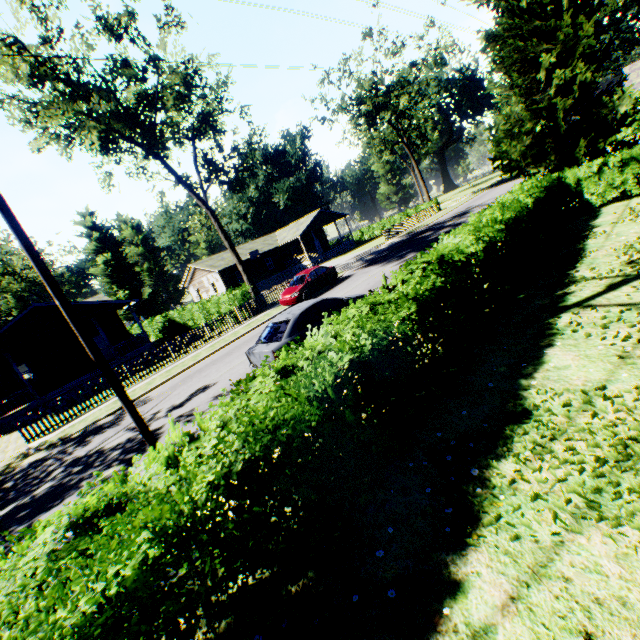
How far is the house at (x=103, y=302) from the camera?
22.9 meters

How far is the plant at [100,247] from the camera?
58.1 meters

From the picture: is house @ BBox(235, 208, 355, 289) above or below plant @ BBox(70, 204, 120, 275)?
below

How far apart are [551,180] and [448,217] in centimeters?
2065cm

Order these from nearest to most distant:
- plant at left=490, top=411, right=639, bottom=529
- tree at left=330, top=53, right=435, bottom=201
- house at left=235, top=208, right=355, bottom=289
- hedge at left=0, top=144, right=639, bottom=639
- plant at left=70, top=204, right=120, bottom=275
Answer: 1. hedge at left=0, top=144, right=639, bottom=639
2. plant at left=490, top=411, right=639, bottom=529
3. tree at left=330, top=53, right=435, bottom=201
4. house at left=235, top=208, right=355, bottom=289
5. plant at left=70, top=204, right=120, bottom=275

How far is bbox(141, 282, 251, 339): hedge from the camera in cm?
2289

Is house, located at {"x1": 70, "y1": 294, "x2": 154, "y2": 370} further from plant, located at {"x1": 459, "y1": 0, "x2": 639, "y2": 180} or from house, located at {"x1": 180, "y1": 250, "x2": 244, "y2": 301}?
plant, located at {"x1": 459, "y1": 0, "x2": 639, "y2": 180}

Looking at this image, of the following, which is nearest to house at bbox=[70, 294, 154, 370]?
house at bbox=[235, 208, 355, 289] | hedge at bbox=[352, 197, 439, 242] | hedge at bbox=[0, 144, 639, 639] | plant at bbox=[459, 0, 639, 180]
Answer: house at bbox=[235, 208, 355, 289]
